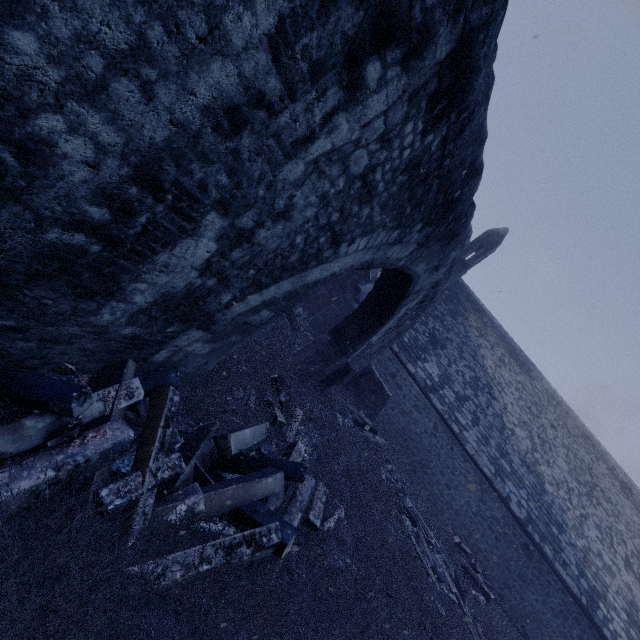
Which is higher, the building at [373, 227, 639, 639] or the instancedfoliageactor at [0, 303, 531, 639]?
the building at [373, 227, 639, 639]

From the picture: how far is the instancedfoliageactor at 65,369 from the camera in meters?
2.3 m

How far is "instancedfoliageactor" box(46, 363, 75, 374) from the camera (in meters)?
2.35

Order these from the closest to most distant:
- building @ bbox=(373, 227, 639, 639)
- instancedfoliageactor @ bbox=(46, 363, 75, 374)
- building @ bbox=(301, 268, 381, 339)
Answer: instancedfoliageactor @ bbox=(46, 363, 75, 374)
building @ bbox=(373, 227, 639, 639)
building @ bbox=(301, 268, 381, 339)

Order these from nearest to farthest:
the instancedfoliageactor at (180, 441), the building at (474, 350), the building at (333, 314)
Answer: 1. the instancedfoliageactor at (180, 441)
2. the building at (474, 350)
3. the building at (333, 314)

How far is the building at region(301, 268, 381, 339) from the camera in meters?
15.2 m

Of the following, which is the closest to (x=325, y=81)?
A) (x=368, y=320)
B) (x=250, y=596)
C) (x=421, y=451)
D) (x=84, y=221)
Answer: (x=84, y=221)
